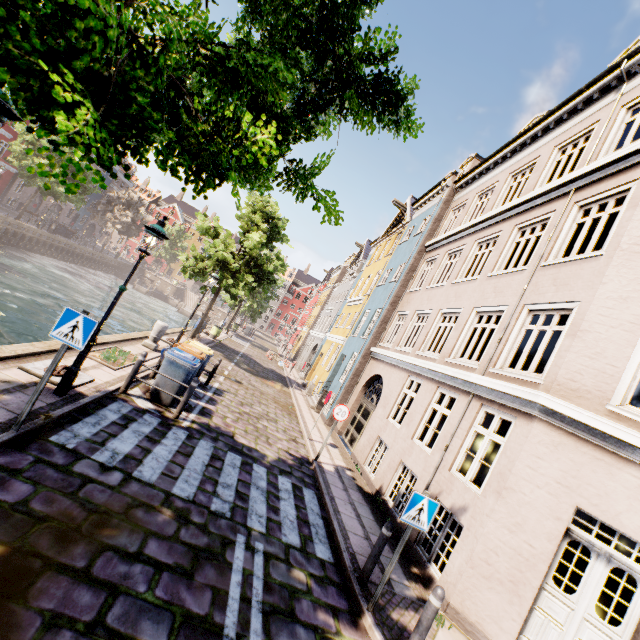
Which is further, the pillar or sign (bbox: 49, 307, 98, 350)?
the pillar

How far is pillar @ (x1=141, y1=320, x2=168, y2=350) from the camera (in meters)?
12.26

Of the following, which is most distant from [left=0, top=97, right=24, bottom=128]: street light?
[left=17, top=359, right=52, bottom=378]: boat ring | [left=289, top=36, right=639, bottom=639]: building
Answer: [left=289, top=36, right=639, bottom=639]: building

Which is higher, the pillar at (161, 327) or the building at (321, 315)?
the building at (321, 315)

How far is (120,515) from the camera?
4.34m

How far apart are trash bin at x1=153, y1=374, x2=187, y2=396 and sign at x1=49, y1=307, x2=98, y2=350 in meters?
3.6 m

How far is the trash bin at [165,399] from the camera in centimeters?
834cm

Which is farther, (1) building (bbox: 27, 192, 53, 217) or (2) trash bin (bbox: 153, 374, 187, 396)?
(1) building (bbox: 27, 192, 53, 217)
